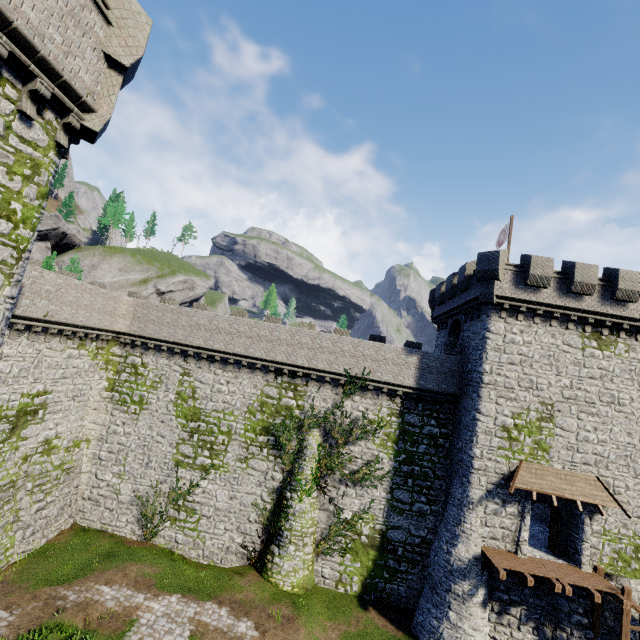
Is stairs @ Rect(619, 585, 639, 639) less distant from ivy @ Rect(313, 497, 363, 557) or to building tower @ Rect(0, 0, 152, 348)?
ivy @ Rect(313, 497, 363, 557)

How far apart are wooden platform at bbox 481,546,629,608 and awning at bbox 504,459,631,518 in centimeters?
309cm

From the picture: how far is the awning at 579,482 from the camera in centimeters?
1741cm

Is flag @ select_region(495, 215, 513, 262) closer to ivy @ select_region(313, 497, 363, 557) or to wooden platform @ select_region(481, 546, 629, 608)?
ivy @ select_region(313, 497, 363, 557)

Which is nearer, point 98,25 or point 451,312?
point 98,25

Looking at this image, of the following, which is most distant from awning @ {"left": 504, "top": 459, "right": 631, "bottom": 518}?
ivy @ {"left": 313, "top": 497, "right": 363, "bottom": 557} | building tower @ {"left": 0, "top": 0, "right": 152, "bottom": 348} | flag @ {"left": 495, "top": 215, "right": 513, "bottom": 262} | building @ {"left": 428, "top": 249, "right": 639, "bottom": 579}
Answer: building tower @ {"left": 0, "top": 0, "right": 152, "bottom": 348}

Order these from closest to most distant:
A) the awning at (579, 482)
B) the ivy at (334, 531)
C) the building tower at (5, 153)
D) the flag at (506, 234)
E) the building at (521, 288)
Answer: the building tower at (5, 153) → the awning at (579, 482) → the building at (521, 288) → the ivy at (334, 531) → the flag at (506, 234)

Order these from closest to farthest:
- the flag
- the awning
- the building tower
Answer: the building tower → the awning → the flag
